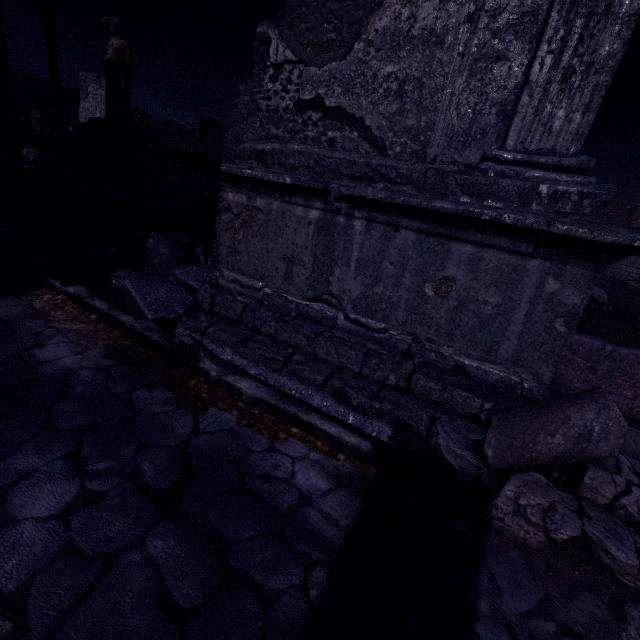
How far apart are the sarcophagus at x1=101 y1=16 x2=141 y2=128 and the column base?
6.02m

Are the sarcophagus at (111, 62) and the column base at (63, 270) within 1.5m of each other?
no

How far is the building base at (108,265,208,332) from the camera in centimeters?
300cm

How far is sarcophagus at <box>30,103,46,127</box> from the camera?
20.2m

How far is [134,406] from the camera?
2.12m

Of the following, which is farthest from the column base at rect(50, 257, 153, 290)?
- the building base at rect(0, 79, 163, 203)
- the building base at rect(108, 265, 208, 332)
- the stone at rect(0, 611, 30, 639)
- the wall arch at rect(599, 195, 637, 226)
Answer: the wall arch at rect(599, 195, 637, 226)

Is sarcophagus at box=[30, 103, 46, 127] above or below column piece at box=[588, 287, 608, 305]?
above

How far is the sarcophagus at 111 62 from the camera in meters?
7.6 m
